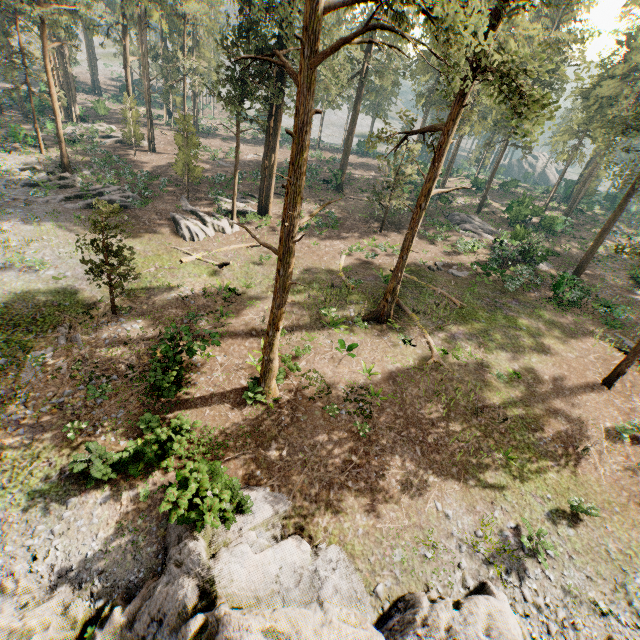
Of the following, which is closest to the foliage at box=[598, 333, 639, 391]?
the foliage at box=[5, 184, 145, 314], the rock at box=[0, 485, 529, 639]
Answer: the foliage at box=[5, 184, 145, 314]

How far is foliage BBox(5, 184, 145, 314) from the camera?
15.6m

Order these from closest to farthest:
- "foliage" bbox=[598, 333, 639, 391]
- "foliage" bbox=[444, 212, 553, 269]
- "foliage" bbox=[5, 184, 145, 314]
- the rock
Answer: the rock → "foliage" bbox=[5, 184, 145, 314] → "foliage" bbox=[598, 333, 639, 391] → "foliage" bbox=[444, 212, 553, 269]

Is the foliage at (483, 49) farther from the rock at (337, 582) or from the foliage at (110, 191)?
the rock at (337, 582)

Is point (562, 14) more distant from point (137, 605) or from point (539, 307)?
point (137, 605)

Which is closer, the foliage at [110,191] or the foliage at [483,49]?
the foliage at [483,49]
